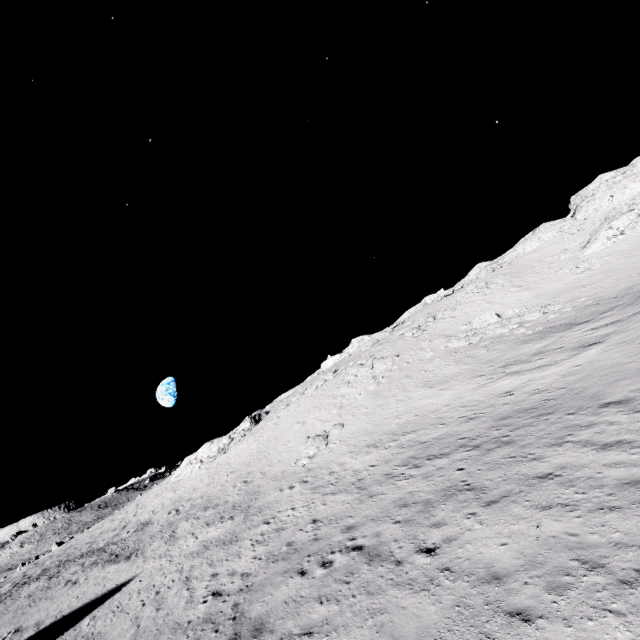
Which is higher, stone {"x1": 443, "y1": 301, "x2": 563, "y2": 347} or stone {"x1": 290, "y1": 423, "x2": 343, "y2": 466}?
stone {"x1": 443, "y1": 301, "x2": 563, "y2": 347}

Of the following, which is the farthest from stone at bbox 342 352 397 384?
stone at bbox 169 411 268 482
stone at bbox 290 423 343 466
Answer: stone at bbox 169 411 268 482

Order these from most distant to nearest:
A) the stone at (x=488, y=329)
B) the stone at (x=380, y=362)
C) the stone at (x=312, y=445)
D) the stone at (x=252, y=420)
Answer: the stone at (x=252, y=420) < the stone at (x=380, y=362) < the stone at (x=488, y=329) < the stone at (x=312, y=445)

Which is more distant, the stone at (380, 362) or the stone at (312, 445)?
the stone at (380, 362)

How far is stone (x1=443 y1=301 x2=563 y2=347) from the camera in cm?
2950

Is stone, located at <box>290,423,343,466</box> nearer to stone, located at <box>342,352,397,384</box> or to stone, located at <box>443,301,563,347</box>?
stone, located at <box>342,352,397,384</box>

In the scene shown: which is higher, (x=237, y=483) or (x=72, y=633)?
(x=237, y=483)

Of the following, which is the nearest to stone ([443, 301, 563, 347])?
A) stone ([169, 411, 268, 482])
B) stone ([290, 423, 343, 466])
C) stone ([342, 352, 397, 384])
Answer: stone ([342, 352, 397, 384])
